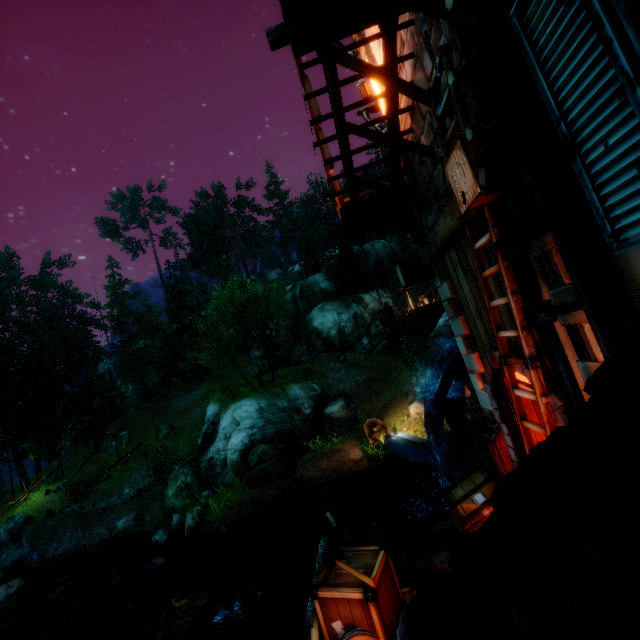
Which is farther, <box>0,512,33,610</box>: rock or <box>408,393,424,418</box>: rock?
<box>408,393,424,418</box>: rock

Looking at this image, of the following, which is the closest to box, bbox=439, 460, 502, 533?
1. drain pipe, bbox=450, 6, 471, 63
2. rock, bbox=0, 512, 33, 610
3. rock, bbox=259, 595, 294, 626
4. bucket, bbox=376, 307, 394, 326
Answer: drain pipe, bbox=450, 6, 471, 63

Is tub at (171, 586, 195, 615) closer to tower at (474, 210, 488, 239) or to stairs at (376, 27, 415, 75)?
tower at (474, 210, 488, 239)

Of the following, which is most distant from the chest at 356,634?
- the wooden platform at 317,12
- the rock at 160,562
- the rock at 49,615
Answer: the rock at 49,615

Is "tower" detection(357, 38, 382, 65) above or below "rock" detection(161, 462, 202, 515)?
above

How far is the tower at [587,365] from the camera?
2.8 meters

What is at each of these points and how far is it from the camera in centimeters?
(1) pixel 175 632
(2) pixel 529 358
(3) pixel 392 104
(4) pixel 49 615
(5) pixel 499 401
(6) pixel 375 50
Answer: (1) wooden platform, 923cm
(2) ladder, 312cm
(3) stairs, 532cm
(4) rock, 1470cm
(5) doorway, 539cm
(6) tower, 657cm

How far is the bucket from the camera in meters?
8.4
